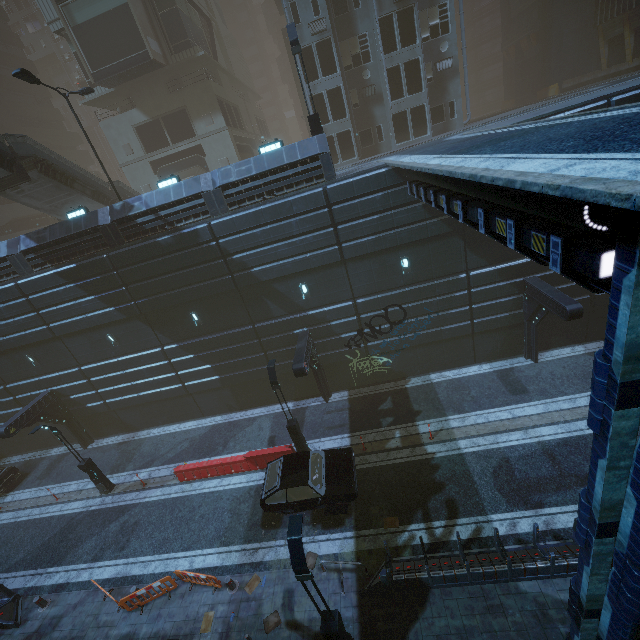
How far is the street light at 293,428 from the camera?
14.5m

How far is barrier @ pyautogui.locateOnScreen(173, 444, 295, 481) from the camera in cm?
1639

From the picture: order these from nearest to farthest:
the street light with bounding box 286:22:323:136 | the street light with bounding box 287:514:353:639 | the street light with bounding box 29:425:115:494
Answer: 1. the street light with bounding box 287:514:353:639
2. the street light with bounding box 286:22:323:136
3. the street light with bounding box 29:425:115:494

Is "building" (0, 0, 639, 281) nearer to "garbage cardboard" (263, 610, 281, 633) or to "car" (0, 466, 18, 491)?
"car" (0, 466, 18, 491)

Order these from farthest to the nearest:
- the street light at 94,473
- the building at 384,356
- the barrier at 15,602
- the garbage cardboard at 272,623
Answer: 1. the street light at 94,473
2. the barrier at 15,602
3. the garbage cardboard at 272,623
4. the building at 384,356

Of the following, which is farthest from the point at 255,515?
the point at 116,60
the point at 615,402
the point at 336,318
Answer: the point at 116,60

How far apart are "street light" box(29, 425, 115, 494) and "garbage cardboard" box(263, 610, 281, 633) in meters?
12.4

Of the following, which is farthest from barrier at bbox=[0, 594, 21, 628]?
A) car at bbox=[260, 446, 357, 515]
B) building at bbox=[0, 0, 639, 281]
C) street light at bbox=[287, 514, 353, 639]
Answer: street light at bbox=[287, 514, 353, 639]
